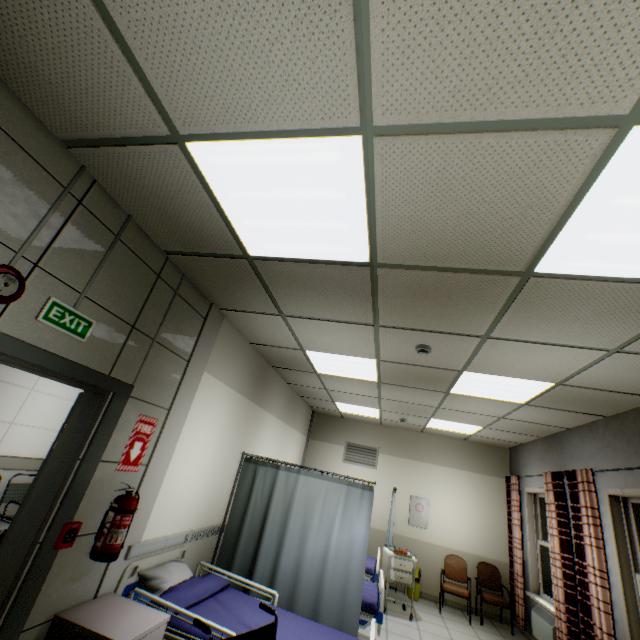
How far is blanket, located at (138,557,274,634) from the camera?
2.63m

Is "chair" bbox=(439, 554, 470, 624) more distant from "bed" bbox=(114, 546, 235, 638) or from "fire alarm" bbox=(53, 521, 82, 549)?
"fire alarm" bbox=(53, 521, 82, 549)

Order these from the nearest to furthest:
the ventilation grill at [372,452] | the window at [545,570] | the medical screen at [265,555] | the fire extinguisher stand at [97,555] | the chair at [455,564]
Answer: the fire extinguisher stand at [97,555], the medical screen at [265,555], the window at [545,570], the chair at [455,564], the ventilation grill at [372,452]

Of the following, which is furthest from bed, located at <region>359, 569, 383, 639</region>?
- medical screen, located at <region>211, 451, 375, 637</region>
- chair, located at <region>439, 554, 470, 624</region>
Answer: chair, located at <region>439, 554, 470, 624</region>

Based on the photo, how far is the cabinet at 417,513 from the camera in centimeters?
709cm

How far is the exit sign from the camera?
1.89m

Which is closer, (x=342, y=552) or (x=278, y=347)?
(x=342, y=552)

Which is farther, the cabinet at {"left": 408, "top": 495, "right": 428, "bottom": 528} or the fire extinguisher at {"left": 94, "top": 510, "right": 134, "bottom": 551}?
the cabinet at {"left": 408, "top": 495, "right": 428, "bottom": 528}
